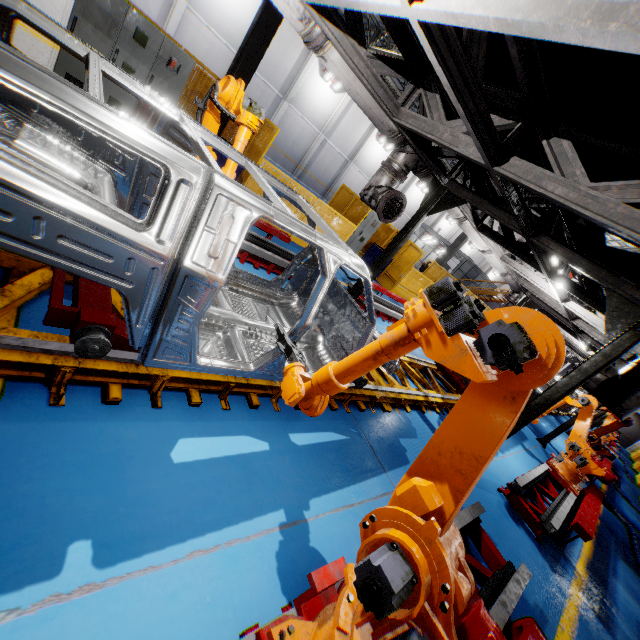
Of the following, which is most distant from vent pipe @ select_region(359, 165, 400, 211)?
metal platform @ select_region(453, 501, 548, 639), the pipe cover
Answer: metal platform @ select_region(453, 501, 548, 639)

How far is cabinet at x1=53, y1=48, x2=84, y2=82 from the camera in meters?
6.2 m

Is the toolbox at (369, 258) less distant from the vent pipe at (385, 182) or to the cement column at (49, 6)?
the vent pipe at (385, 182)

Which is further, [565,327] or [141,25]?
[565,327]

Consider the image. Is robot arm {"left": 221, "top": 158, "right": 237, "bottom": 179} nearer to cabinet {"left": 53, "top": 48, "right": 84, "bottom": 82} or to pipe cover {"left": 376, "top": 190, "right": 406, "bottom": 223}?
pipe cover {"left": 376, "top": 190, "right": 406, "bottom": 223}

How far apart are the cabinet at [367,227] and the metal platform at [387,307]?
3.0 meters

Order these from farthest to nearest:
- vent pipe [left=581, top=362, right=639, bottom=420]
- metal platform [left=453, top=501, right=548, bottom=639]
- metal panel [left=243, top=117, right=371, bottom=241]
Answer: metal panel [left=243, top=117, right=371, bottom=241], vent pipe [left=581, top=362, right=639, bottom=420], metal platform [left=453, top=501, right=548, bottom=639]

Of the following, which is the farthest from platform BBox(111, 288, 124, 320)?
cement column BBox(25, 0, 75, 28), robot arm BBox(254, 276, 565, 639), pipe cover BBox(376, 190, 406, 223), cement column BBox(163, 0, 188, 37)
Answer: cement column BBox(163, 0, 188, 37)
